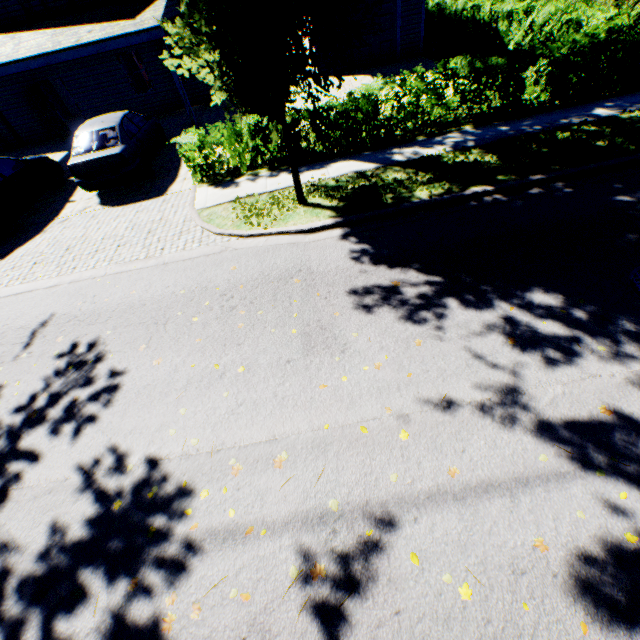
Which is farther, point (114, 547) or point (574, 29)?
point (574, 29)

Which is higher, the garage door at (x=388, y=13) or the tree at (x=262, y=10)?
the tree at (x=262, y=10)

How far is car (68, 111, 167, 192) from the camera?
9.2m

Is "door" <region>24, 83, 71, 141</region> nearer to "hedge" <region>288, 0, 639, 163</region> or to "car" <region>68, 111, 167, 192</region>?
"car" <region>68, 111, 167, 192</region>

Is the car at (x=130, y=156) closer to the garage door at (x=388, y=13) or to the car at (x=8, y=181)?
the car at (x=8, y=181)

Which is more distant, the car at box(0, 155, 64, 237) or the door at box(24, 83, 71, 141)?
the door at box(24, 83, 71, 141)

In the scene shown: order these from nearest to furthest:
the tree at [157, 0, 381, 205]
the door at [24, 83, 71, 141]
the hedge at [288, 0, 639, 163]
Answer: the tree at [157, 0, 381, 205]
the hedge at [288, 0, 639, 163]
the door at [24, 83, 71, 141]

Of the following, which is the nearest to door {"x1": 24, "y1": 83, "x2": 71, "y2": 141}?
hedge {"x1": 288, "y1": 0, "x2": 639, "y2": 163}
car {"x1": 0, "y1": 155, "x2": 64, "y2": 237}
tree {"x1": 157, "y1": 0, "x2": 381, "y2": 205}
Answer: car {"x1": 0, "y1": 155, "x2": 64, "y2": 237}
